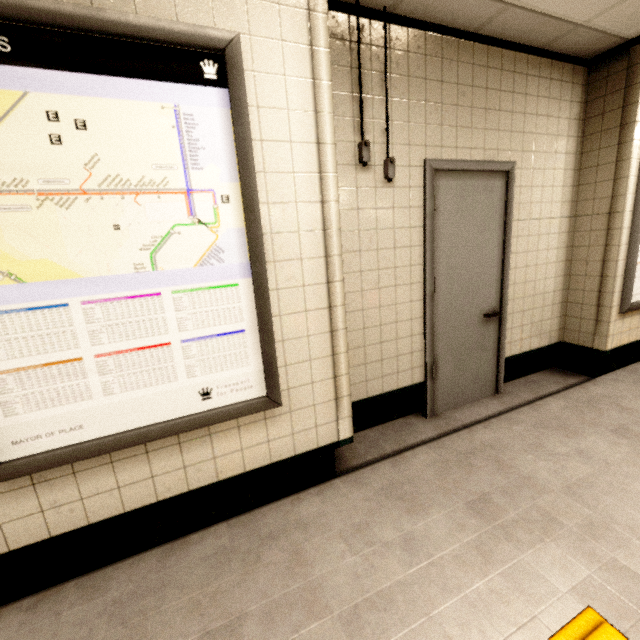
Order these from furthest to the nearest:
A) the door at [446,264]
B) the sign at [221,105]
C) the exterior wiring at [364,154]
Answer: the door at [446,264] < the exterior wiring at [364,154] < the sign at [221,105]

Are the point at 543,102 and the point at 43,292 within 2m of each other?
no

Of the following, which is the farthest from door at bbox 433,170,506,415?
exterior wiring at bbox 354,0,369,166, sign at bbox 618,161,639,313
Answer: sign at bbox 618,161,639,313

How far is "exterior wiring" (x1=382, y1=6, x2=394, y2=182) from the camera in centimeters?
205cm

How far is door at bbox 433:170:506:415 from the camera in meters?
2.6 m

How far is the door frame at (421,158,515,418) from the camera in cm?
242

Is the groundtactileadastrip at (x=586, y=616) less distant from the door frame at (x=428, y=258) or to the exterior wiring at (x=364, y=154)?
the door frame at (x=428, y=258)

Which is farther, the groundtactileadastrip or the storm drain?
the storm drain
